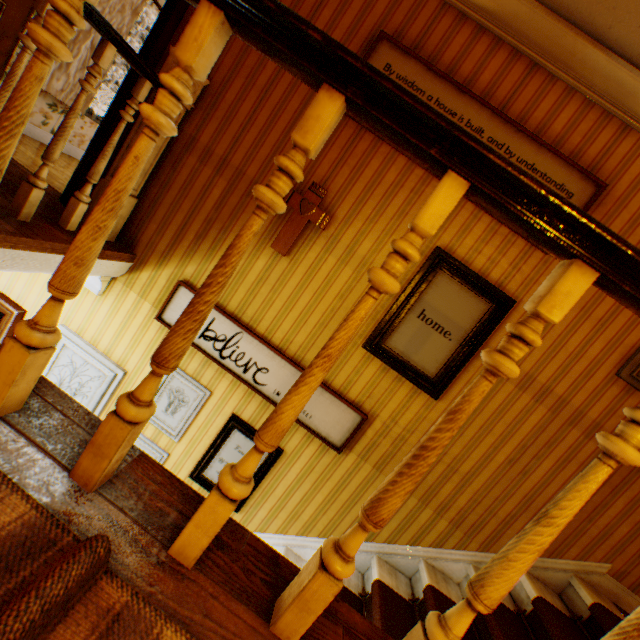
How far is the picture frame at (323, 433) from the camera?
2.7 meters

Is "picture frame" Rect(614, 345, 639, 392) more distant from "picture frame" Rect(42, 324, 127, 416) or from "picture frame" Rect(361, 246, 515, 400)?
"picture frame" Rect(42, 324, 127, 416)

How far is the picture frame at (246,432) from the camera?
2.9 meters

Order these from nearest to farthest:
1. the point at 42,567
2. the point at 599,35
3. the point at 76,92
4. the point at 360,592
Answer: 1. the point at 42,567
2. the point at 599,35
3. the point at 360,592
4. the point at 76,92

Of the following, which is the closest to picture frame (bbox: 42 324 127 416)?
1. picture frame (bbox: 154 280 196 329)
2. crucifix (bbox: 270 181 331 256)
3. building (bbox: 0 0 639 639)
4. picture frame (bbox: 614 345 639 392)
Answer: building (bbox: 0 0 639 639)

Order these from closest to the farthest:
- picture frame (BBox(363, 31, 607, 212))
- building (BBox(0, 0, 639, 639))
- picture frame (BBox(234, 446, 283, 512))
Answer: building (BBox(0, 0, 639, 639))
picture frame (BBox(363, 31, 607, 212))
picture frame (BBox(234, 446, 283, 512))

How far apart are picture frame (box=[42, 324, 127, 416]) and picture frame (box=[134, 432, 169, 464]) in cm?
33

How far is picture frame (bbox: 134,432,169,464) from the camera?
3.0 meters
